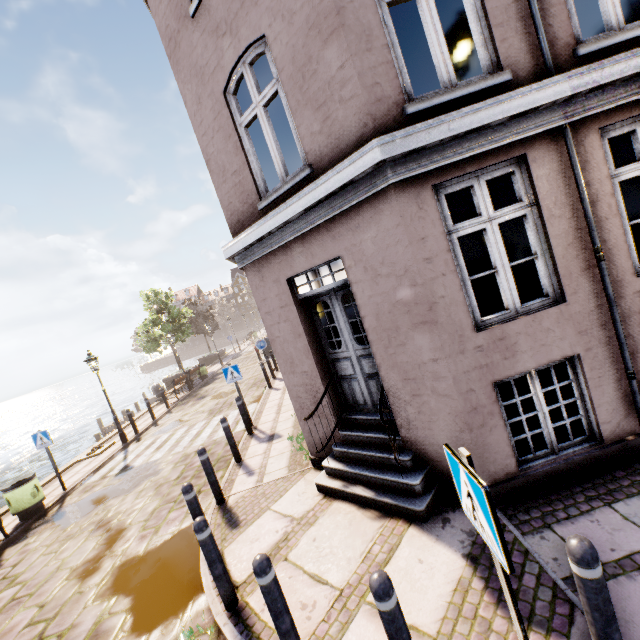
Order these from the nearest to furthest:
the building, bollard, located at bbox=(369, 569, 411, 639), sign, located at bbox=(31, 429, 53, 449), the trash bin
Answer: bollard, located at bbox=(369, 569, 411, 639), the building, the trash bin, sign, located at bbox=(31, 429, 53, 449)

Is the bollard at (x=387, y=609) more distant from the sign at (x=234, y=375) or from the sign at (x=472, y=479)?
the sign at (x=234, y=375)

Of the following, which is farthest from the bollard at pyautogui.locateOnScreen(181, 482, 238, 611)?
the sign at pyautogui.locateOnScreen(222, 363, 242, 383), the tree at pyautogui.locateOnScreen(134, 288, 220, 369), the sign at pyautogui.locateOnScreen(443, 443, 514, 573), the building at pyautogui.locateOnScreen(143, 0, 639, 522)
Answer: the tree at pyautogui.locateOnScreen(134, 288, 220, 369)

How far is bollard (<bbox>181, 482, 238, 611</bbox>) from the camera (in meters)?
3.61

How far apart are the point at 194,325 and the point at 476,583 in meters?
33.1 m

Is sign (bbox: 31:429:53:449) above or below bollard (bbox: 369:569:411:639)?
above

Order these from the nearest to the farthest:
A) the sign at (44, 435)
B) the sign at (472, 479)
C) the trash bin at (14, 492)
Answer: the sign at (472, 479) → the trash bin at (14, 492) → the sign at (44, 435)

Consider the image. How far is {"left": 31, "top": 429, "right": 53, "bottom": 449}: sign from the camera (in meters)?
9.34
